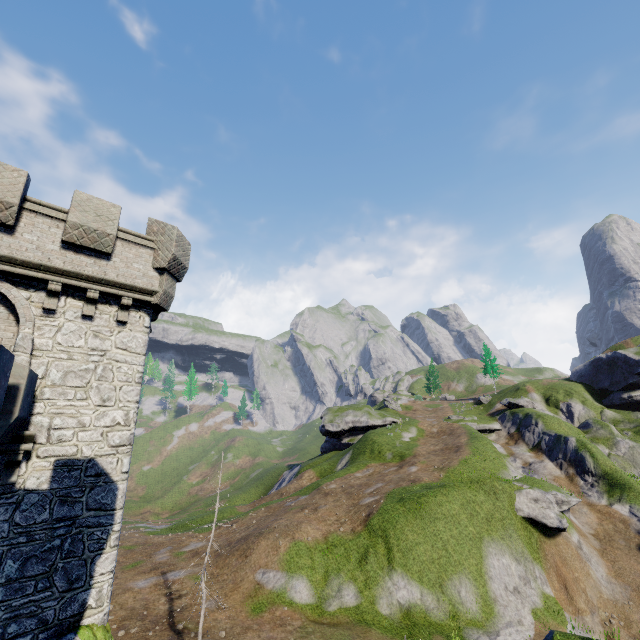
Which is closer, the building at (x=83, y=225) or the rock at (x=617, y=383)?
the building at (x=83, y=225)

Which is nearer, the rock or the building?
the building

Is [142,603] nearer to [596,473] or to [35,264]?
[35,264]
